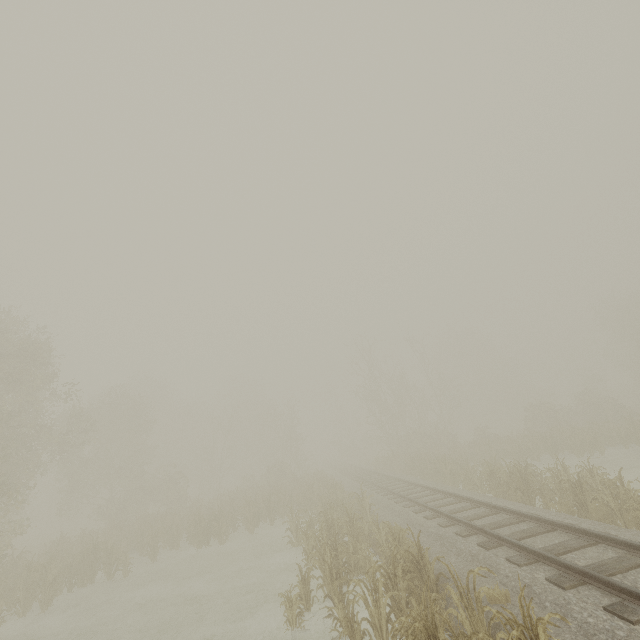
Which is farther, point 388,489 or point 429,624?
point 388,489
